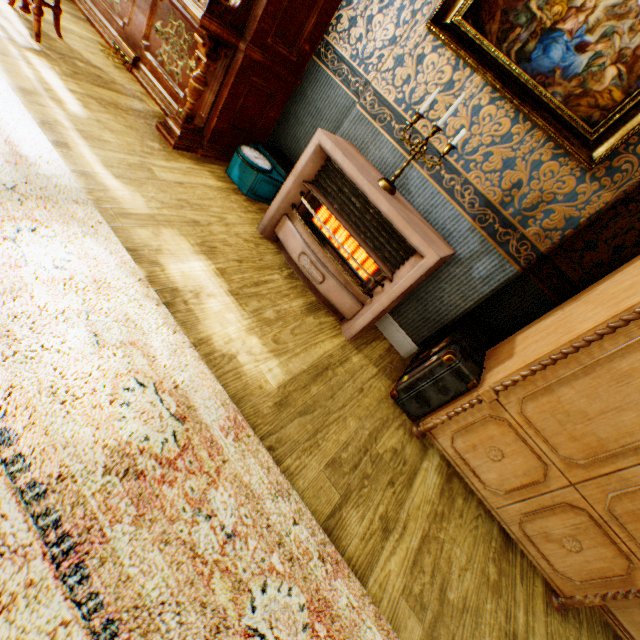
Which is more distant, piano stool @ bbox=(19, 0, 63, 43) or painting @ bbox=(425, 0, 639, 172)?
piano stool @ bbox=(19, 0, 63, 43)

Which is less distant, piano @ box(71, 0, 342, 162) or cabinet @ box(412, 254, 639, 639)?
cabinet @ box(412, 254, 639, 639)

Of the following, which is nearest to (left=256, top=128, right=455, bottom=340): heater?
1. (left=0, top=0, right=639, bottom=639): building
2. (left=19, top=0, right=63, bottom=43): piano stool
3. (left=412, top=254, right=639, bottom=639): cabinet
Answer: (left=0, top=0, right=639, bottom=639): building

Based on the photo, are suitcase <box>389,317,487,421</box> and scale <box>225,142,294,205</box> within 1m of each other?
no

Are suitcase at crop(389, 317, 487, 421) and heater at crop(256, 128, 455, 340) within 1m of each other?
yes

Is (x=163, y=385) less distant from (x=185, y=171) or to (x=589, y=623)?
(x=185, y=171)

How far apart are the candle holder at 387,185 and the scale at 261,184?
1.0 meters

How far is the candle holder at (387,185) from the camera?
1.9m
